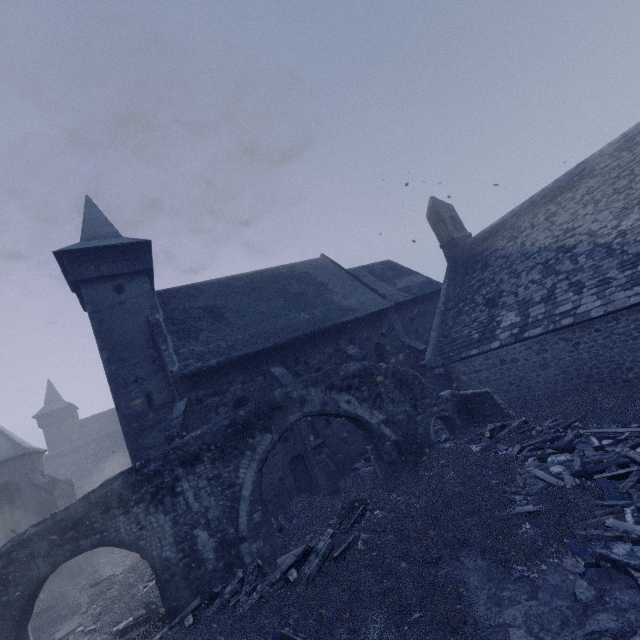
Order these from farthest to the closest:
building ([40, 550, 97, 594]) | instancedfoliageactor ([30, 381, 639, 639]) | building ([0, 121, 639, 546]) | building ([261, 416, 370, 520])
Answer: building ([40, 550, 97, 594]) → building ([261, 416, 370, 520]) → building ([0, 121, 639, 546]) → instancedfoliageactor ([30, 381, 639, 639])

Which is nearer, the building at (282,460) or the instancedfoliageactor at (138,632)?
the instancedfoliageactor at (138,632)

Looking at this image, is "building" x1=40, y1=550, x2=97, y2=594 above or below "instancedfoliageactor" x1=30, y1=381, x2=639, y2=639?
above

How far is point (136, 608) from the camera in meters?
10.4 m

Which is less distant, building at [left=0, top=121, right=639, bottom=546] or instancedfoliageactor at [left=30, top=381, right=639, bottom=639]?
instancedfoliageactor at [left=30, top=381, right=639, bottom=639]

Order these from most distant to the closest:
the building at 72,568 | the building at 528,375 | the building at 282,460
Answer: the building at 72,568
the building at 282,460
the building at 528,375
